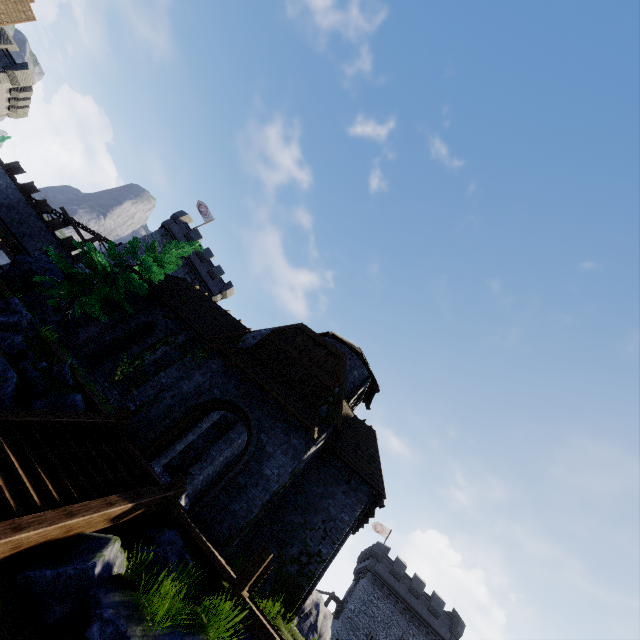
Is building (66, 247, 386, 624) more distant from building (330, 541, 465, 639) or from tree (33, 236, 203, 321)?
building (330, 541, 465, 639)

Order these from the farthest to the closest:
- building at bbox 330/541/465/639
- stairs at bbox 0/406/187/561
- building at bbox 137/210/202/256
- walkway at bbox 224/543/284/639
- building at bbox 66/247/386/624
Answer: building at bbox 137/210/202/256
building at bbox 330/541/465/639
building at bbox 66/247/386/624
walkway at bbox 224/543/284/639
stairs at bbox 0/406/187/561

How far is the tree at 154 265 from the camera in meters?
16.3

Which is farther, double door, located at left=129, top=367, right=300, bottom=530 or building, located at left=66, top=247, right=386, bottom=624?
building, located at left=66, top=247, right=386, bottom=624

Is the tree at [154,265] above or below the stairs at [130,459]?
above

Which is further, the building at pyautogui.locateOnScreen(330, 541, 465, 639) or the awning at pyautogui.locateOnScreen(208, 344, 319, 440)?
the building at pyautogui.locateOnScreen(330, 541, 465, 639)

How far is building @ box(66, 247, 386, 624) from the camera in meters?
12.0

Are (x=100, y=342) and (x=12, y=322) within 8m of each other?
no
